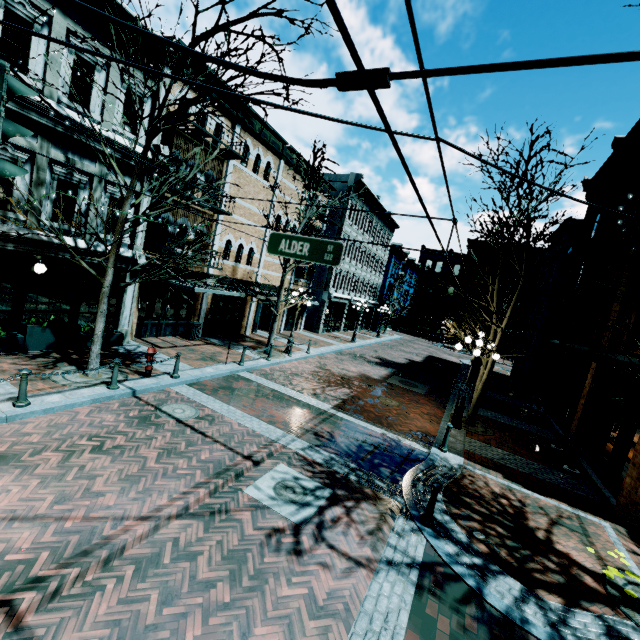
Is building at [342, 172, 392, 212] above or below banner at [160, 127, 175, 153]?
above

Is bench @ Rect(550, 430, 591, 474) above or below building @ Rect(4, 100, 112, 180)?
below

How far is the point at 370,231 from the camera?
32.8m

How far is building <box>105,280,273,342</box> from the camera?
12.8 meters

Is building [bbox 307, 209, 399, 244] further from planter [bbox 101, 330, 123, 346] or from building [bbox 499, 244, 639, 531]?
planter [bbox 101, 330, 123, 346]

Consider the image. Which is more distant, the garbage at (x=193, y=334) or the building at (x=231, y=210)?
the garbage at (x=193, y=334)

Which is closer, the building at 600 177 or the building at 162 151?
the building at 162 151
